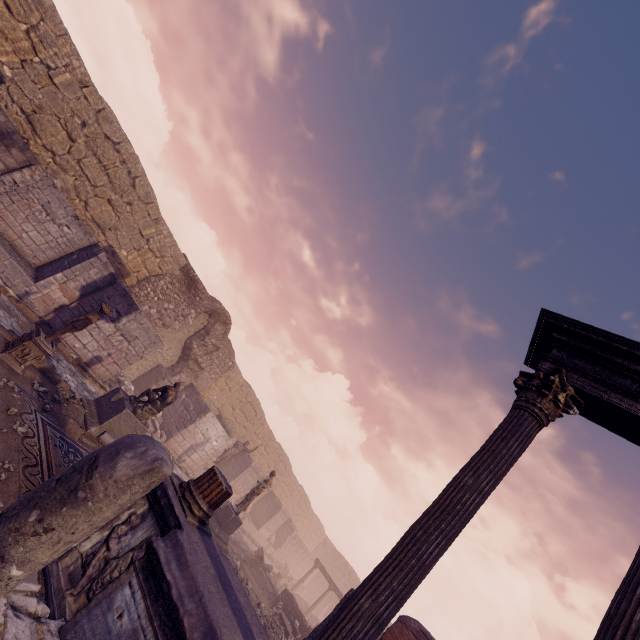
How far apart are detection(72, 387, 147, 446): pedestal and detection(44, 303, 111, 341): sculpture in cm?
202

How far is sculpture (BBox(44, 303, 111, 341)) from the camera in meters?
7.1

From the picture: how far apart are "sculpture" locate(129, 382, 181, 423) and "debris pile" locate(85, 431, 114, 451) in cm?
36

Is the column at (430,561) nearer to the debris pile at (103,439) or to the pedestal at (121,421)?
the debris pile at (103,439)

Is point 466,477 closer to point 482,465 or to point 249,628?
point 482,465

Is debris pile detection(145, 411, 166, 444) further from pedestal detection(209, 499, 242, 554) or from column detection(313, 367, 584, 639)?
column detection(313, 367, 584, 639)

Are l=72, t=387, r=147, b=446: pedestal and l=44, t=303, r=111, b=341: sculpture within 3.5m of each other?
yes

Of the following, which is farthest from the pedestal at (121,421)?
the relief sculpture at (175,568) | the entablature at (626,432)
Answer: the entablature at (626,432)
